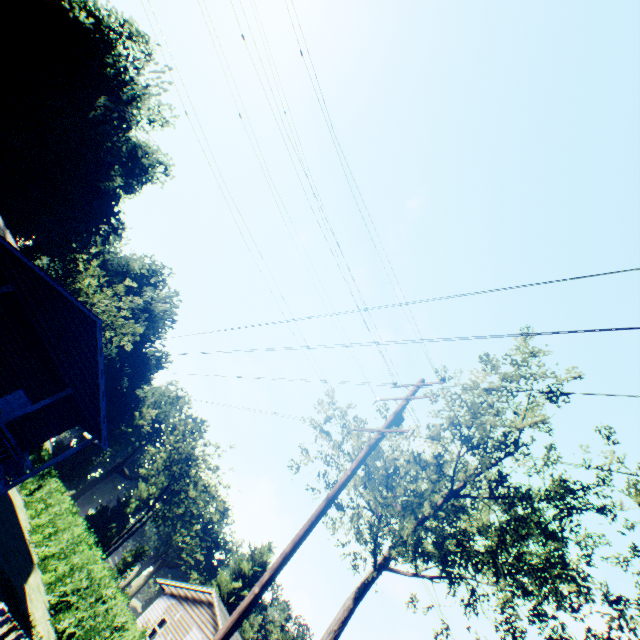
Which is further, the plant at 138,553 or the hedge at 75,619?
the plant at 138,553

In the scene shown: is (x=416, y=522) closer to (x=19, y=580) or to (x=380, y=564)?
(x=380, y=564)

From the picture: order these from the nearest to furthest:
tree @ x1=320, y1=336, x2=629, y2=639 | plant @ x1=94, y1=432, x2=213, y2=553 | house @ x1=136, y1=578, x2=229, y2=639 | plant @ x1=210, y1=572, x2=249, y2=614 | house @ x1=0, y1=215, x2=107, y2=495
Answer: tree @ x1=320, y1=336, x2=629, y2=639 < house @ x1=0, y1=215, x2=107, y2=495 < house @ x1=136, y1=578, x2=229, y2=639 < plant @ x1=94, y1=432, x2=213, y2=553 < plant @ x1=210, y1=572, x2=249, y2=614

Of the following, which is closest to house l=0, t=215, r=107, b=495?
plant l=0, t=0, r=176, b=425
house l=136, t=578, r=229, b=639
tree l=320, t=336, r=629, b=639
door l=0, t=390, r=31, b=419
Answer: door l=0, t=390, r=31, b=419

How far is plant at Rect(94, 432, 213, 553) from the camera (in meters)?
50.19

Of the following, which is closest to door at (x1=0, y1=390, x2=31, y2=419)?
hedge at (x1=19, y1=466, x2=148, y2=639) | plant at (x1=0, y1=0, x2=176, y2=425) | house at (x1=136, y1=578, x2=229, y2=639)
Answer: hedge at (x1=19, y1=466, x2=148, y2=639)

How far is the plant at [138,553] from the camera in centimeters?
5258cm

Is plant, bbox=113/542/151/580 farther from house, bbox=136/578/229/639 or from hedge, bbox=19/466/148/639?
hedge, bbox=19/466/148/639
